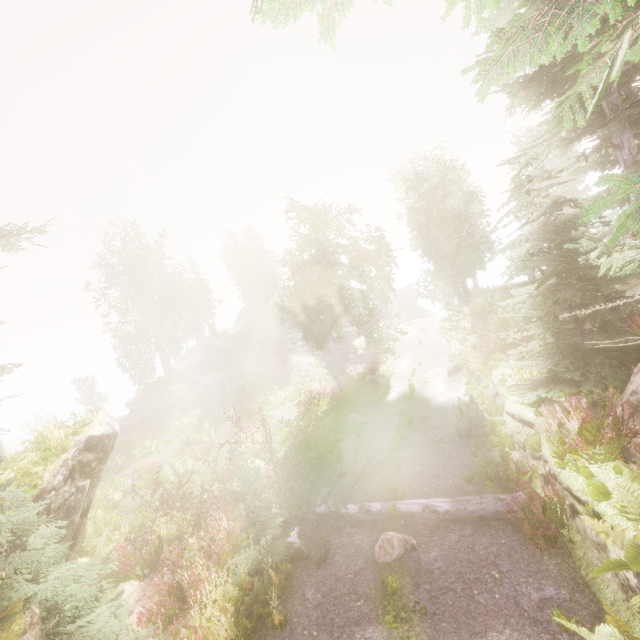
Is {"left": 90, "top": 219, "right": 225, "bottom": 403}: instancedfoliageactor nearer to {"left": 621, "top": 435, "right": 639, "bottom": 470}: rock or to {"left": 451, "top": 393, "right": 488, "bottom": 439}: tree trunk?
→ {"left": 621, "top": 435, "right": 639, "bottom": 470}: rock

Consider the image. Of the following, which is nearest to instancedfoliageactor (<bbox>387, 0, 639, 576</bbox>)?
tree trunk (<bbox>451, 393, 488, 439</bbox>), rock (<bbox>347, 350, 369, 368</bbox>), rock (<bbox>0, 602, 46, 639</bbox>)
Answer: rock (<bbox>0, 602, 46, 639</bbox>)

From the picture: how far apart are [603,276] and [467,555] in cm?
730

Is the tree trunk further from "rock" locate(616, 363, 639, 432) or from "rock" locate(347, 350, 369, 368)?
"rock" locate(347, 350, 369, 368)

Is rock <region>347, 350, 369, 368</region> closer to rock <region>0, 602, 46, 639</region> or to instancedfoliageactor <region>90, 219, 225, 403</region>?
instancedfoliageactor <region>90, 219, 225, 403</region>

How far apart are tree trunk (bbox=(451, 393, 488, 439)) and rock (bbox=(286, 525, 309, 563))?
6.3m

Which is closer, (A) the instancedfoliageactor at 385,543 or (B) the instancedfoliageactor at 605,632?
(B) the instancedfoliageactor at 605,632

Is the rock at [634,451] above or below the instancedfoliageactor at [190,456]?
above
